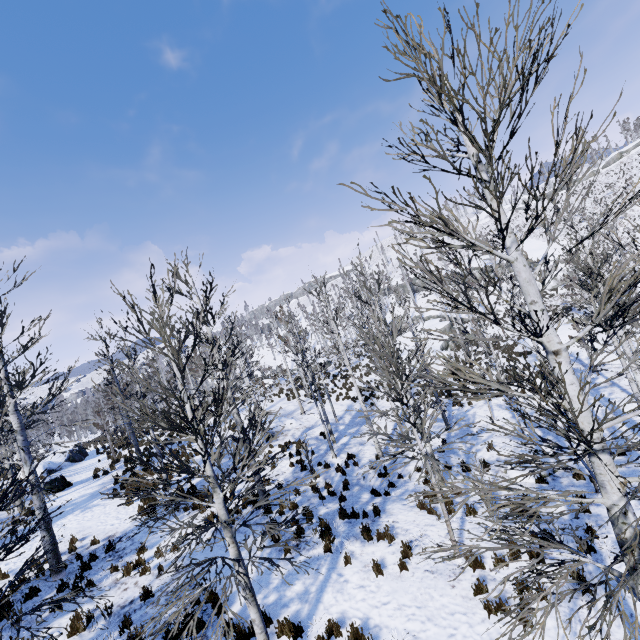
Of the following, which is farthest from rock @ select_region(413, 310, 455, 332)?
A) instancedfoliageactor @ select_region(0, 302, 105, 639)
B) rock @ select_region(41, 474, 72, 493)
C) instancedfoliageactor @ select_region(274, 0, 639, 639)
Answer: rock @ select_region(41, 474, 72, 493)

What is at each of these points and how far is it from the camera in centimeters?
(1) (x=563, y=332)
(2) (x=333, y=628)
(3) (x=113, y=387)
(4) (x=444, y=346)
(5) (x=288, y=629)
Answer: (1) rock, 2586cm
(2) instancedfoliageactor, 659cm
(3) instancedfoliageactor, 583cm
(4) rock, 3478cm
(5) instancedfoliageactor, 686cm

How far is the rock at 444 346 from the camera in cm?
3073

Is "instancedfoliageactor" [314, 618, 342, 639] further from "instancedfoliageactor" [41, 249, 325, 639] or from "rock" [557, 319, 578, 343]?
"rock" [557, 319, 578, 343]

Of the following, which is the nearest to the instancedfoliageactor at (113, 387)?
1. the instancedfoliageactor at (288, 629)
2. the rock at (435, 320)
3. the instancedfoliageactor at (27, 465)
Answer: the rock at (435, 320)

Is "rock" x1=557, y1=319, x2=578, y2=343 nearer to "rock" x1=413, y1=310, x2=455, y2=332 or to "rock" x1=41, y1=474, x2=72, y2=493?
"rock" x1=413, y1=310, x2=455, y2=332

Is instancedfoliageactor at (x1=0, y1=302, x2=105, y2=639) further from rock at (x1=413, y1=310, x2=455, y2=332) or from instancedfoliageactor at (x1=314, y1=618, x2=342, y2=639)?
rock at (x1=413, y1=310, x2=455, y2=332)

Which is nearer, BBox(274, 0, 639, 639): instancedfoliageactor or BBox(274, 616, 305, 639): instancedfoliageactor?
BBox(274, 0, 639, 639): instancedfoliageactor
